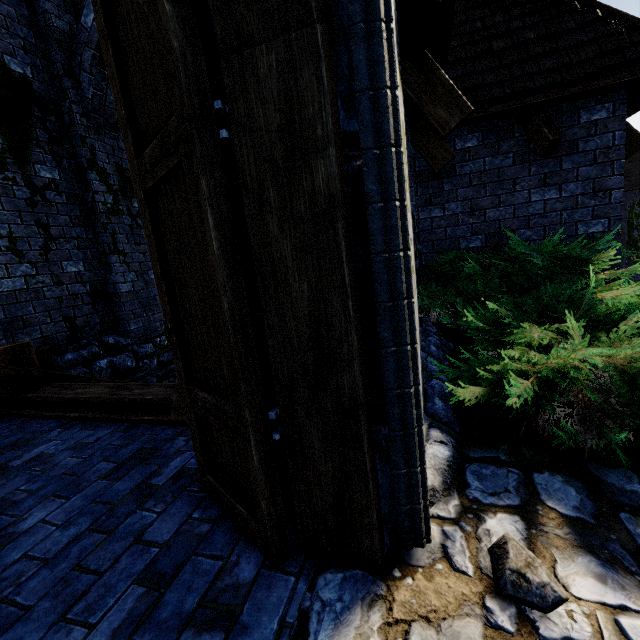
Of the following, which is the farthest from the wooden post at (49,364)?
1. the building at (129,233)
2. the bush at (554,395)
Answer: the bush at (554,395)

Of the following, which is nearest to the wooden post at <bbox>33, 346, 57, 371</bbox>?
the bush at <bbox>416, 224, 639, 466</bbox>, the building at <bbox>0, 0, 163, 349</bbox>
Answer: the building at <bbox>0, 0, 163, 349</bbox>

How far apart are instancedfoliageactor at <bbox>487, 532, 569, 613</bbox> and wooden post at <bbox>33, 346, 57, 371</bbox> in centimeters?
568cm

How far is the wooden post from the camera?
4.6m

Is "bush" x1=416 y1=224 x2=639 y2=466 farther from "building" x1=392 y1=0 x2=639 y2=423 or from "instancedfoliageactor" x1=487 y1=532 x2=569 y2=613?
"instancedfoliageactor" x1=487 y1=532 x2=569 y2=613

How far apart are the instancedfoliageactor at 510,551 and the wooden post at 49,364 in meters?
5.7

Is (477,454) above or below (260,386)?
below
